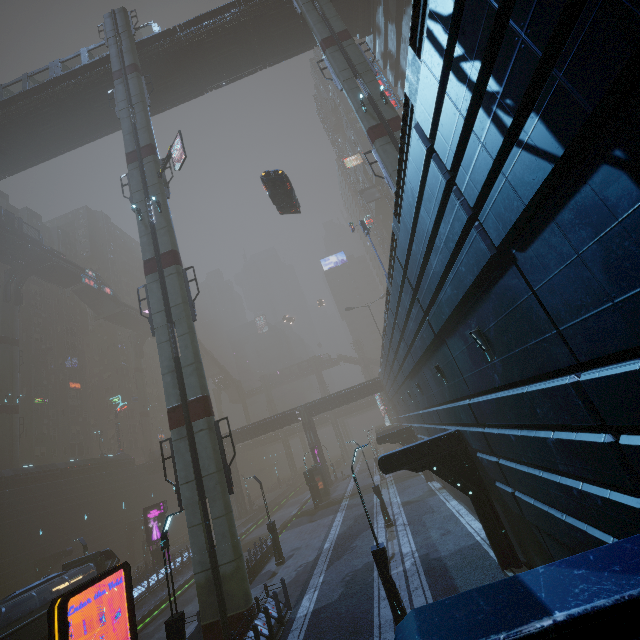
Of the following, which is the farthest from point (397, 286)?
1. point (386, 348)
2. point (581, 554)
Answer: point (386, 348)

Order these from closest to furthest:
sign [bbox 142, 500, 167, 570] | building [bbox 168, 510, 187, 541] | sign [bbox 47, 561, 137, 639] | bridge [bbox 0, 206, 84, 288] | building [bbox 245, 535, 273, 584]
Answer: sign [bbox 47, 561, 137, 639]
building [bbox 245, 535, 273, 584]
sign [bbox 142, 500, 167, 570]
bridge [bbox 0, 206, 84, 288]
building [bbox 168, 510, 187, 541]

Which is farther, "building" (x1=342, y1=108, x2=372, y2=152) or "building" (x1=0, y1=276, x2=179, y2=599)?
"building" (x1=342, y1=108, x2=372, y2=152)

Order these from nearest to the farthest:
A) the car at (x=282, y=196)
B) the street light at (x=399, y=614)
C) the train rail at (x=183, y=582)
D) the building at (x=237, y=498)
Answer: the street light at (x=399, y=614)
the car at (x=282, y=196)
the train rail at (x=183, y=582)
the building at (x=237, y=498)

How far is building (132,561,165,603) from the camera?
24.9 meters

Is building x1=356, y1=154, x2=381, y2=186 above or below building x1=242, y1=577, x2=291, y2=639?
above

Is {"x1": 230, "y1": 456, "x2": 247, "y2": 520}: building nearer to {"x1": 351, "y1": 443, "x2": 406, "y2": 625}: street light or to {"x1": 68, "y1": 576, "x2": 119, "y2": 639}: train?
{"x1": 68, "y1": 576, "x2": 119, "y2": 639}: train

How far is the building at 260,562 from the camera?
19.9 meters
